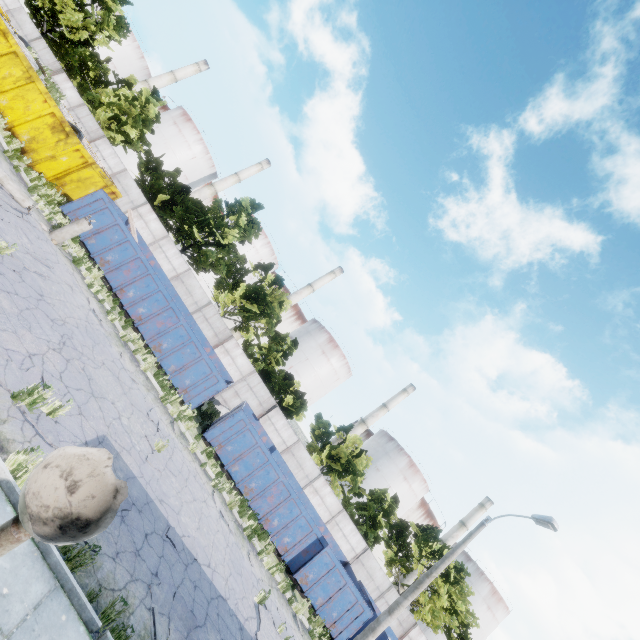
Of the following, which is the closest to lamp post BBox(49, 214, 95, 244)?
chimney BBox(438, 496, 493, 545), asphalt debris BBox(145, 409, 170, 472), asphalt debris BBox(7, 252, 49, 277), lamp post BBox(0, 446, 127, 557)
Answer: asphalt debris BBox(7, 252, 49, 277)

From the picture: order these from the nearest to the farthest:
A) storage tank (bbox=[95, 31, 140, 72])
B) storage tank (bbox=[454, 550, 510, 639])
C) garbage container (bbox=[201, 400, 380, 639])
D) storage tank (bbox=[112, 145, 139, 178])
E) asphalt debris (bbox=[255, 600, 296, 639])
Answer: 1. asphalt debris (bbox=[255, 600, 296, 639])
2. garbage container (bbox=[201, 400, 380, 639])
3. storage tank (bbox=[454, 550, 510, 639])
4. storage tank (bbox=[112, 145, 139, 178])
5. storage tank (bbox=[95, 31, 140, 72])

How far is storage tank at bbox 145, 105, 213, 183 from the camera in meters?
54.6 m

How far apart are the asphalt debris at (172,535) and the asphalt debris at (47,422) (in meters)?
3.41

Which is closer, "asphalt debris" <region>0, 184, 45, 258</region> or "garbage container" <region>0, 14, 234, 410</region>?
"asphalt debris" <region>0, 184, 45, 258</region>

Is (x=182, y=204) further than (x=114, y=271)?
Yes

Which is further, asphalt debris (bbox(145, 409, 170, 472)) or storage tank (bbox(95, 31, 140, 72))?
storage tank (bbox(95, 31, 140, 72))

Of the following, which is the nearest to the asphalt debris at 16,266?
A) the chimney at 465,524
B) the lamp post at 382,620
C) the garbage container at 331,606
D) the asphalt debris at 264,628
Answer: the garbage container at 331,606
